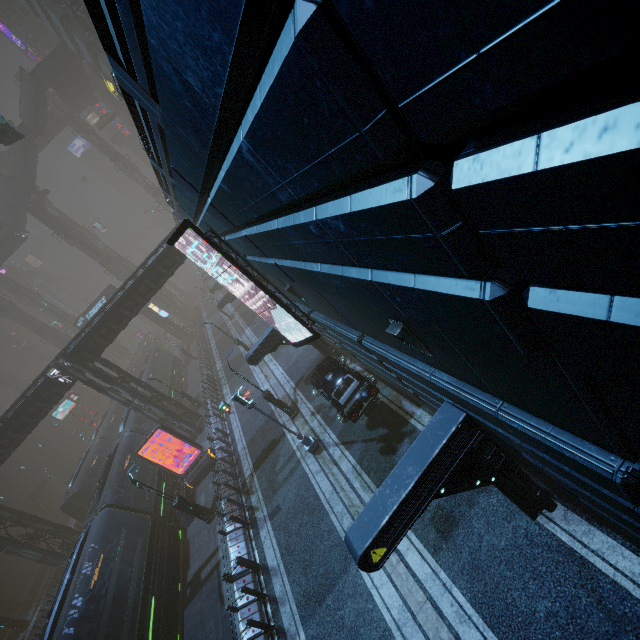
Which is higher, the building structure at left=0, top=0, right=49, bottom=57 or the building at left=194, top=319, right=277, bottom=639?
the building structure at left=0, top=0, right=49, bottom=57

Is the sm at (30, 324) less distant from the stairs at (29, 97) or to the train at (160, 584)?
the stairs at (29, 97)

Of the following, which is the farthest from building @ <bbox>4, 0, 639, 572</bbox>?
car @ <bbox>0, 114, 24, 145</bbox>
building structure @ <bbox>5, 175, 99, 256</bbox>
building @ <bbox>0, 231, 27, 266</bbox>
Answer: building @ <bbox>0, 231, 27, 266</bbox>

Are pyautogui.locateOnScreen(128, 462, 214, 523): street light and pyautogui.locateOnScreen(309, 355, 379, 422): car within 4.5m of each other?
no

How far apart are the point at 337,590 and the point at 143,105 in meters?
14.6 m

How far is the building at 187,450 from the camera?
24.7 meters

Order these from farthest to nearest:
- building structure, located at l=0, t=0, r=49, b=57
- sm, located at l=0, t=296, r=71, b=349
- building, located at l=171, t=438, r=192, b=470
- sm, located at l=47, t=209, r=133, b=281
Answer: building structure, located at l=0, t=0, r=49, b=57, sm, located at l=47, t=209, r=133, b=281, sm, located at l=0, t=296, r=71, b=349, building, located at l=171, t=438, r=192, b=470

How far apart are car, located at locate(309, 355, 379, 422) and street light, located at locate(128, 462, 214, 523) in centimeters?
934cm
